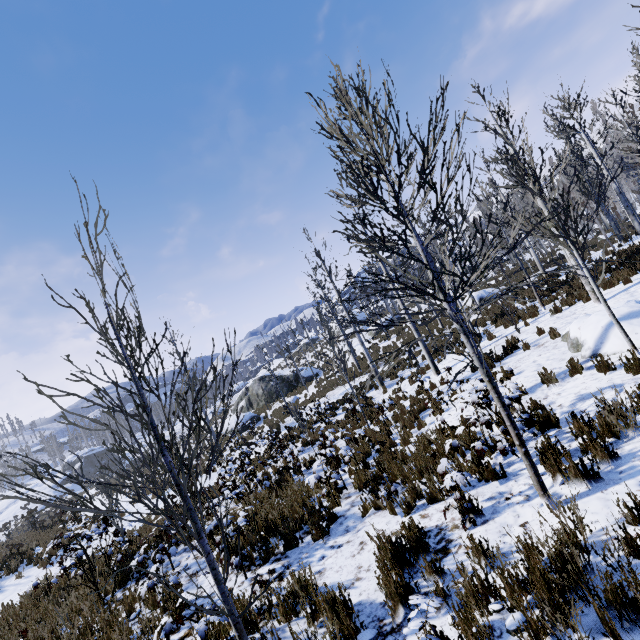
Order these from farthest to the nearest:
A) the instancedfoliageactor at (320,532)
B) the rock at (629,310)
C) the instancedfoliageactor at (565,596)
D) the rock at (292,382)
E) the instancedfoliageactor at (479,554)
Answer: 1. the rock at (292,382)
2. the rock at (629,310)
3. the instancedfoliageactor at (320,532)
4. the instancedfoliageactor at (479,554)
5. the instancedfoliageactor at (565,596)

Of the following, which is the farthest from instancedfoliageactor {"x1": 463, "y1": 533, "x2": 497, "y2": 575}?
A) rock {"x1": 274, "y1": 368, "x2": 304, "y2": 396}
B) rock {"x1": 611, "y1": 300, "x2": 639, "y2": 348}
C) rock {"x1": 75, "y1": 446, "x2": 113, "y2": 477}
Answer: rock {"x1": 75, "y1": 446, "x2": 113, "y2": 477}

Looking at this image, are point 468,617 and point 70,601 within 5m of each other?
no

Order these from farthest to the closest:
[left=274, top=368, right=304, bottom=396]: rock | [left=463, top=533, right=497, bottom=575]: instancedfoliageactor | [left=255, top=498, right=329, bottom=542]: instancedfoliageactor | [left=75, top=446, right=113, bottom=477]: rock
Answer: [left=75, top=446, right=113, bottom=477]: rock
[left=274, top=368, right=304, bottom=396]: rock
[left=255, top=498, right=329, bottom=542]: instancedfoliageactor
[left=463, top=533, right=497, bottom=575]: instancedfoliageactor

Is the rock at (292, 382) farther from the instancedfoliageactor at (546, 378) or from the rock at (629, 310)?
the rock at (629, 310)

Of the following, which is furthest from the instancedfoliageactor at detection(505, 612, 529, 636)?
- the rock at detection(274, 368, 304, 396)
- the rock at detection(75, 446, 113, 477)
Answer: the rock at detection(75, 446, 113, 477)

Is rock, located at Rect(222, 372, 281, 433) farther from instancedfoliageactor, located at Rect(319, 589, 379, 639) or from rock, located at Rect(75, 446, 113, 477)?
rock, located at Rect(75, 446, 113, 477)

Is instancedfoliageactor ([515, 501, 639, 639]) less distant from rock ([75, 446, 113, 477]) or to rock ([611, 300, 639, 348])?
rock ([611, 300, 639, 348])
